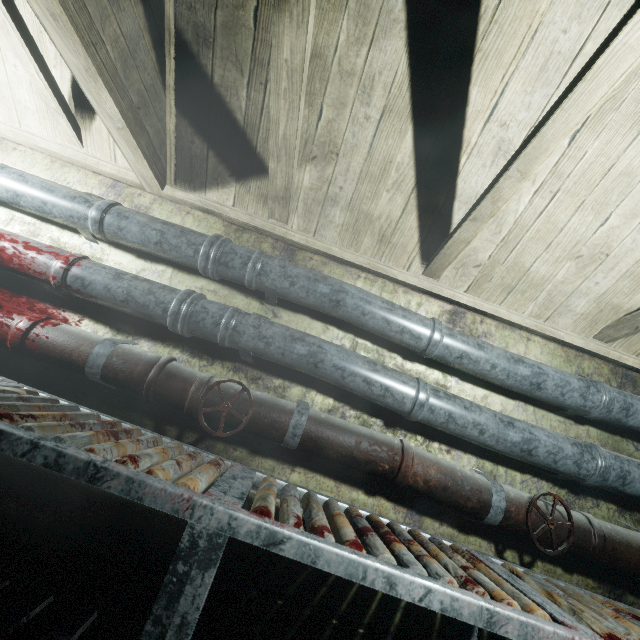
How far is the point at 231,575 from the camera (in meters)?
1.41

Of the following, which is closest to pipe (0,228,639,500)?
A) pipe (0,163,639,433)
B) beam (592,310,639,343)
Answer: pipe (0,163,639,433)

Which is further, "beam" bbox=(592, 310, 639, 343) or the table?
"beam" bbox=(592, 310, 639, 343)

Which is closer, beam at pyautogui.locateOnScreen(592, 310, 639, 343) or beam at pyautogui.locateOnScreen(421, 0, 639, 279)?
beam at pyautogui.locateOnScreen(421, 0, 639, 279)

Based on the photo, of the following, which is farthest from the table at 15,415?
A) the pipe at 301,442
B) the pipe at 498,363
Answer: the pipe at 498,363

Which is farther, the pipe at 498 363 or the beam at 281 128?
the pipe at 498 363

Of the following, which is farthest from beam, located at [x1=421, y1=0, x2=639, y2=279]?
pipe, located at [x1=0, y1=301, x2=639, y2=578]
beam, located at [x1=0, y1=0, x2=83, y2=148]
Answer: pipe, located at [x1=0, y1=301, x2=639, y2=578]

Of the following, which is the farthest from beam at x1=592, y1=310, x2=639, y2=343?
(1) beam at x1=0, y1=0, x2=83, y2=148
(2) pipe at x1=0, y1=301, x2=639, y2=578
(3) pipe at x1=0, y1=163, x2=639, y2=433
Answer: (1) beam at x1=0, y1=0, x2=83, y2=148
